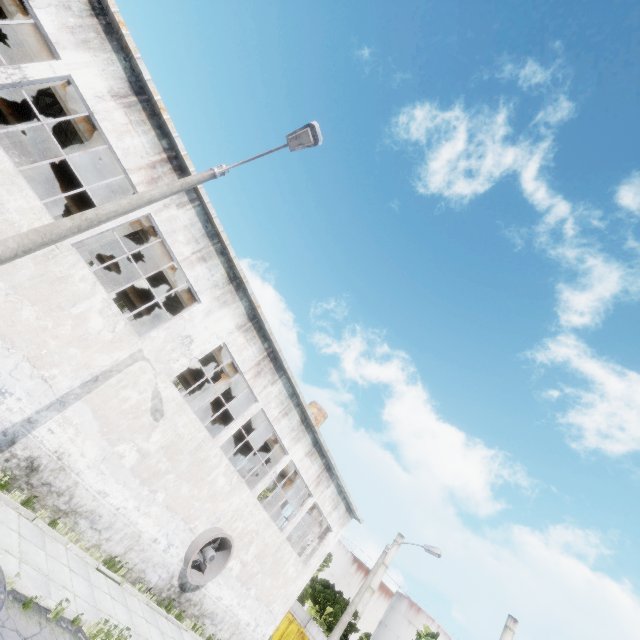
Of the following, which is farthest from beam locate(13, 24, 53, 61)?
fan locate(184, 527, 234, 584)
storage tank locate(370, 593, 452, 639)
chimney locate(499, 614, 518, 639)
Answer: chimney locate(499, 614, 518, 639)

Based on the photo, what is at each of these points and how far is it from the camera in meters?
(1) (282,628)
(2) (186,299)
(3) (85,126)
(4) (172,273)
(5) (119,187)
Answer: (1) garbage container, 30.7
(2) beam, 15.4
(3) beam, 11.9
(4) beam, 14.8
(5) beam, 12.9

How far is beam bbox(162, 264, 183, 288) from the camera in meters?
14.7

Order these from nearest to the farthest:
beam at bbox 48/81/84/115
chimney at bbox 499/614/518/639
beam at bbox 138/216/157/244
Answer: beam at bbox 48/81/84/115, beam at bbox 138/216/157/244, chimney at bbox 499/614/518/639

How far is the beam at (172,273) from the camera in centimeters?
1468cm

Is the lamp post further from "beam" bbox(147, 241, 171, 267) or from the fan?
the fan

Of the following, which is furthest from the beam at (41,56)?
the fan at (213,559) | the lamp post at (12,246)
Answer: the lamp post at (12,246)
